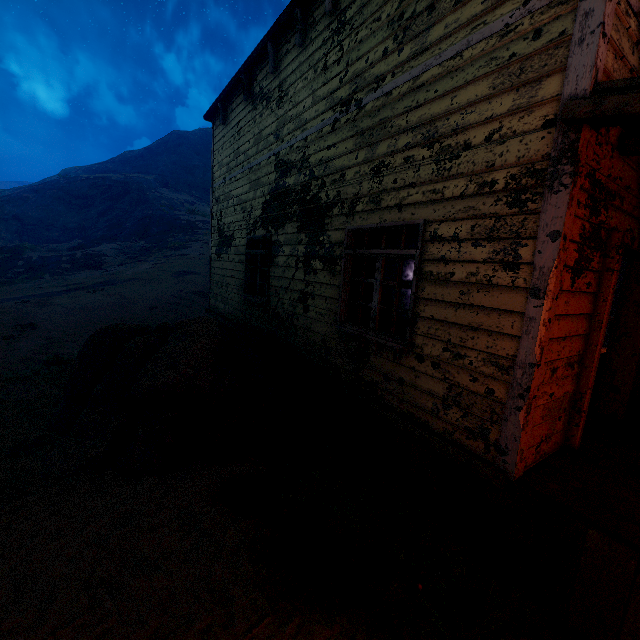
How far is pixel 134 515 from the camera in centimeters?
344cm

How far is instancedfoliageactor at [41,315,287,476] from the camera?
4.19m

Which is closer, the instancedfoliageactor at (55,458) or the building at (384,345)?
the building at (384,345)

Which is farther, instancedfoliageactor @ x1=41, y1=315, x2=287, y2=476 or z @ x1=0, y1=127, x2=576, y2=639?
instancedfoliageactor @ x1=41, y1=315, x2=287, y2=476

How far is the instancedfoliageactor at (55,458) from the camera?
4.2m

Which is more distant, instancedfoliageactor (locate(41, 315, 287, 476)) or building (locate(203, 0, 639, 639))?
instancedfoliageactor (locate(41, 315, 287, 476))
